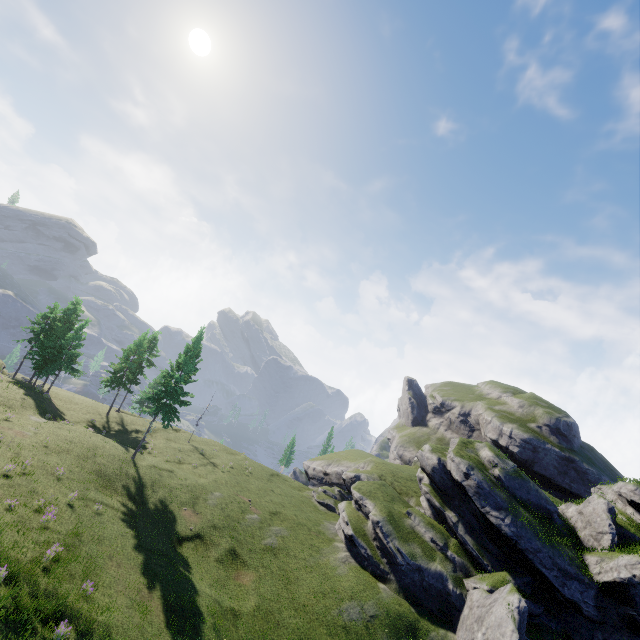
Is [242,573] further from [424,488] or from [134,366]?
[134,366]
